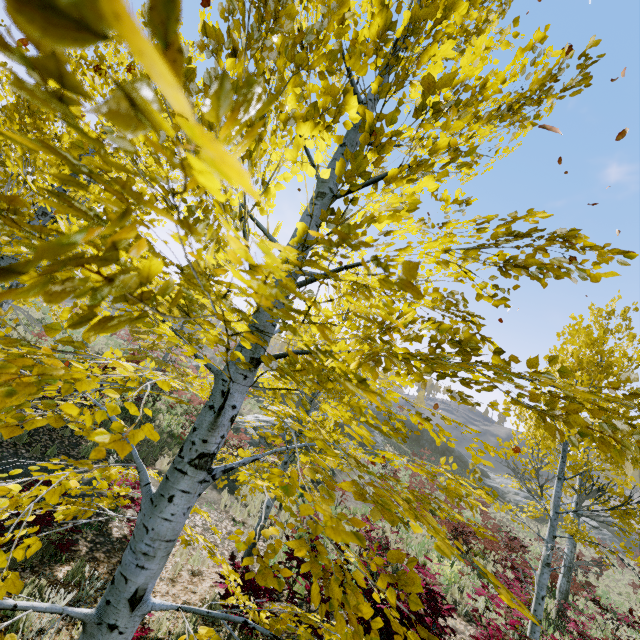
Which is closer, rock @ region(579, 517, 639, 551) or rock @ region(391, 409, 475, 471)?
rock @ region(579, 517, 639, 551)

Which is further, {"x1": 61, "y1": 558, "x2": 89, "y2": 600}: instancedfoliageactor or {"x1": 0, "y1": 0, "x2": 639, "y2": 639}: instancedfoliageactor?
{"x1": 61, "y1": 558, "x2": 89, "y2": 600}: instancedfoliageactor

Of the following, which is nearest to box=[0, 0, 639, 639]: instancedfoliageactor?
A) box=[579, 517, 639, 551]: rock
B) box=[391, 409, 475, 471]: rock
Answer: box=[579, 517, 639, 551]: rock

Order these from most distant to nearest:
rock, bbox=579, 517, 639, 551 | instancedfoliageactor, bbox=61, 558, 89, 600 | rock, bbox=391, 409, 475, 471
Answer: rock, bbox=391, 409, 475, 471 → rock, bbox=579, 517, 639, 551 → instancedfoliageactor, bbox=61, 558, 89, 600

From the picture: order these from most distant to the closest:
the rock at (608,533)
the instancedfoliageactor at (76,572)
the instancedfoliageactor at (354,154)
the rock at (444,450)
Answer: the rock at (444,450)
the rock at (608,533)
the instancedfoliageactor at (76,572)
the instancedfoliageactor at (354,154)

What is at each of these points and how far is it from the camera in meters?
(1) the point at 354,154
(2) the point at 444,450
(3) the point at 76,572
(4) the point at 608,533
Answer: (1) instancedfoliageactor, 1.2
(2) rock, 43.8
(3) instancedfoliageactor, 5.4
(4) rock, 38.5

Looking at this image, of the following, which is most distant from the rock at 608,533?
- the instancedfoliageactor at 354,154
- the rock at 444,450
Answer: the instancedfoliageactor at 354,154

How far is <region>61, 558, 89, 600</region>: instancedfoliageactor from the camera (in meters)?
5.05
